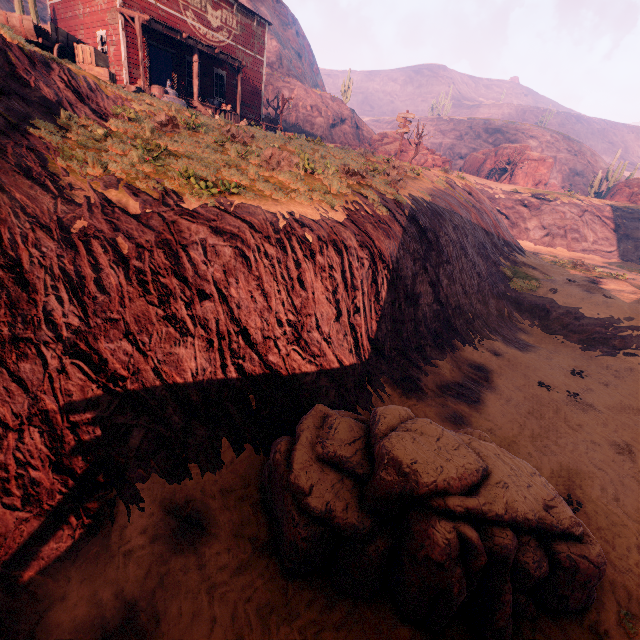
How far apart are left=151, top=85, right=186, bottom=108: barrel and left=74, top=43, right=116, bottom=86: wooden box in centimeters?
173cm

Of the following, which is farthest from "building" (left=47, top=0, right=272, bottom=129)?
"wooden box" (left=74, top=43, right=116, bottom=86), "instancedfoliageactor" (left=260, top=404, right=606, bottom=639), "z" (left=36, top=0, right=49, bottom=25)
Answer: "wooden box" (left=74, top=43, right=116, bottom=86)

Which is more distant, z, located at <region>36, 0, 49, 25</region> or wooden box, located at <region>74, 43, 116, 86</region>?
z, located at <region>36, 0, 49, 25</region>

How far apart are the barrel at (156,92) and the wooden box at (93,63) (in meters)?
1.73

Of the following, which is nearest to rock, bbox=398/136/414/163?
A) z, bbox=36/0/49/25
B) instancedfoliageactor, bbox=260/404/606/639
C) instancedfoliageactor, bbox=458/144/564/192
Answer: z, bbox=36/0/49/25

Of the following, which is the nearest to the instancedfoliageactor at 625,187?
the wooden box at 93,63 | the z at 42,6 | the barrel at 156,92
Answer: the z at 42,6

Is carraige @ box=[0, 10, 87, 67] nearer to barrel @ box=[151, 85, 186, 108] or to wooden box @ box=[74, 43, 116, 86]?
wooden box @ box=[74, 43, 116, 86]

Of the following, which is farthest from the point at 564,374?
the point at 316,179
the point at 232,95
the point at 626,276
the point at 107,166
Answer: the point at 232,95
